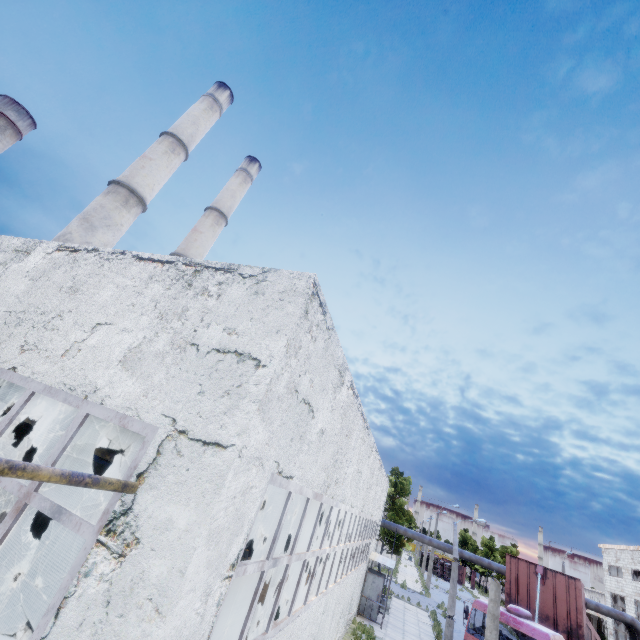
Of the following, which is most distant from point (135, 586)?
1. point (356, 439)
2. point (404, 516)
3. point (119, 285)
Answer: point (404, 516)

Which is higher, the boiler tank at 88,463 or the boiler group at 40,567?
the boiler tank at 88,463

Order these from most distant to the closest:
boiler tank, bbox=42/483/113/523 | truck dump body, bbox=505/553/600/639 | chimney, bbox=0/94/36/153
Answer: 1. chimney, bbox=0/94/36/153
2. truck dump body, bbox=505/553/600/639
3. boiler tank, bbox=42/483/113/523

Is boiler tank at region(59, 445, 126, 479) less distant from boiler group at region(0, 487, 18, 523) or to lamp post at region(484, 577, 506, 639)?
boiler group at region(0, 487, 18, 523)

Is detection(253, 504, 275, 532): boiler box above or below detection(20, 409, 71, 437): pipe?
below

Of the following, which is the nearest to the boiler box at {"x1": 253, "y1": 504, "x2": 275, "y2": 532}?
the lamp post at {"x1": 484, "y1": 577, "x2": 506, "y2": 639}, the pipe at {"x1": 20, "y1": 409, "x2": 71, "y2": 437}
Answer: the pipe at {"x1": 20, "y1": 409, "x2": 71, "y2": 437}

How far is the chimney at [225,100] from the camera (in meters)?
→ 20.03

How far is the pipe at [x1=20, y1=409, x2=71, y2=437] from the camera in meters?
5.4
